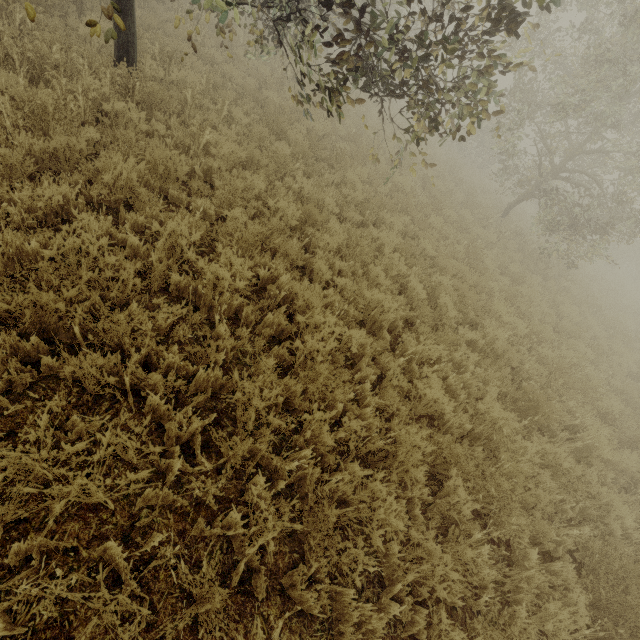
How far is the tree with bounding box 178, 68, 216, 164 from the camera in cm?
555

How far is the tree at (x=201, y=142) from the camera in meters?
5.5

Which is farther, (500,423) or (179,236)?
(500,423)

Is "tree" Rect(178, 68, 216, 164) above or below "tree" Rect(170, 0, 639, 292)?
below

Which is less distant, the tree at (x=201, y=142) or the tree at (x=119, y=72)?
the tree at (x=119, y=72)

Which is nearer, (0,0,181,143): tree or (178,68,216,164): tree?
(0,0,181,143): tree

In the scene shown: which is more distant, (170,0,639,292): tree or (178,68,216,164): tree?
(178,68,216,164): tree
